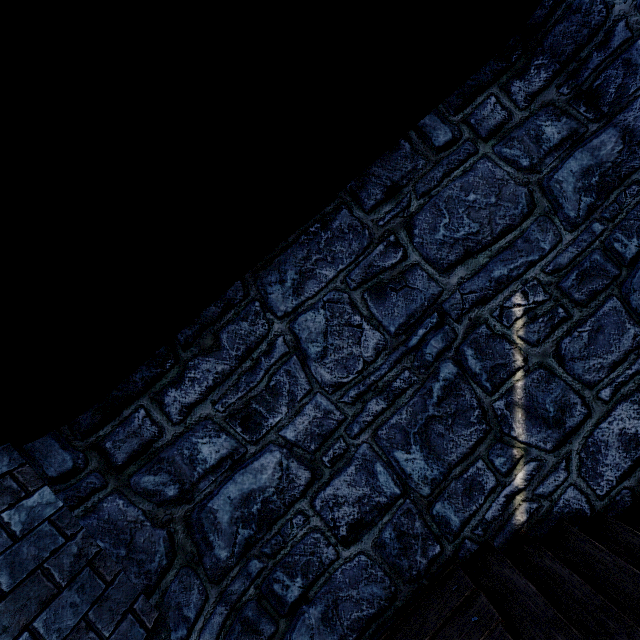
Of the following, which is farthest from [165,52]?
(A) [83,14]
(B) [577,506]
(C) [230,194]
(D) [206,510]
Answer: (B) [577,506]
